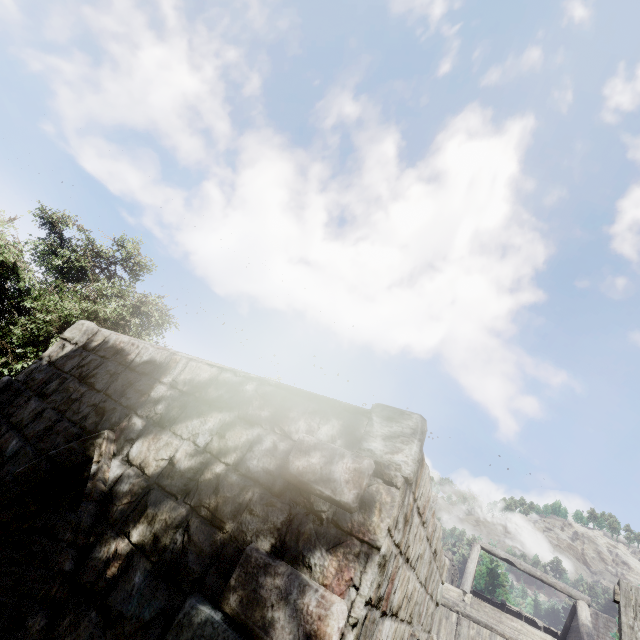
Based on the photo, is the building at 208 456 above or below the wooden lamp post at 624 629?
below

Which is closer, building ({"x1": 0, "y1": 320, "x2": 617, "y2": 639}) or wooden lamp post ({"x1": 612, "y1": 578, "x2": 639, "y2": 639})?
building ({"x1": 0, "y1": 320, "x2": 617, "y2": 639})

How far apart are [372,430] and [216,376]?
1.9m

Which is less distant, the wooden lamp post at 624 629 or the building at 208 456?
the building at 208 456

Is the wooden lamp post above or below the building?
above
